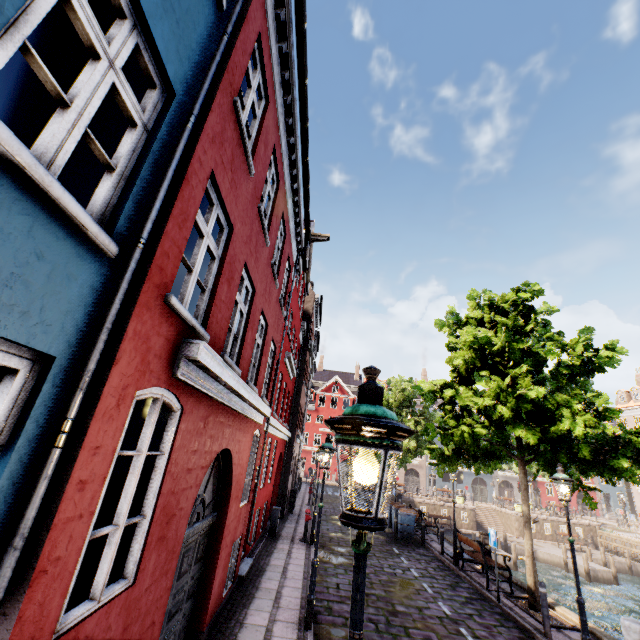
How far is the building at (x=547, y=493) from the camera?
48.2m

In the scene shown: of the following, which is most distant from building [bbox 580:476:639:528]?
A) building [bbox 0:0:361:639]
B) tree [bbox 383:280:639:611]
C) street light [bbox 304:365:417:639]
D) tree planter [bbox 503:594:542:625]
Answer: tree planter [bbox 503:594:542:625]

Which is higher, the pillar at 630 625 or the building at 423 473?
the building at 423 473

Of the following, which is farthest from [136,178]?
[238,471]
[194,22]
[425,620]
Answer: [425,620]

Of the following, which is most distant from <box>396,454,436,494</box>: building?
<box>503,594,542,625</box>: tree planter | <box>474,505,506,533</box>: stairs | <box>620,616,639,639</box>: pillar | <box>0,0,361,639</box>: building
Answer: <box>620,616,639,639</box>: pillar

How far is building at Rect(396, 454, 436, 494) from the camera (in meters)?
48.28

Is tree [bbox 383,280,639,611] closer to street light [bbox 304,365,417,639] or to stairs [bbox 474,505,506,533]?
street light [bbox 304,365,417,639]

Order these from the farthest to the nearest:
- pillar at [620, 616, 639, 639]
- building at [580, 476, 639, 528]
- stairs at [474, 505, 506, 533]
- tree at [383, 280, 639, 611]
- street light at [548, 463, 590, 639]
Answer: building at [580, 476, 639, 528]
stairs at [474, 505, 506, 533]
tree at [383, 280, 639, 611]
street light at [548, 463, 590, 639]
pillar at [620, 616, 639, 639]
